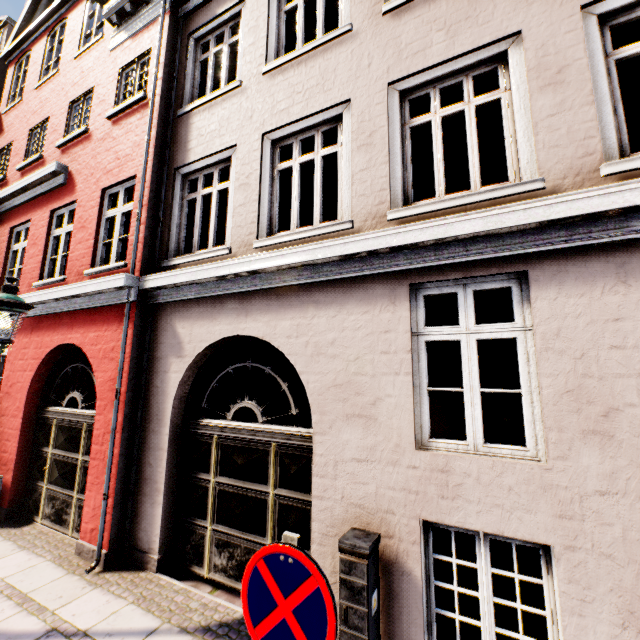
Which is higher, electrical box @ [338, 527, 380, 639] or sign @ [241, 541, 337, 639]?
sign @ [241, 541, 337, 639]

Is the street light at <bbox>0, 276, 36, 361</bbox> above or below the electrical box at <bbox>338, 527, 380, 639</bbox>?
above

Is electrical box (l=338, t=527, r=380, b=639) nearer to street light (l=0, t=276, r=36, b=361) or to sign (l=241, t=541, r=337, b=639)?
sign (l=241, t=541, r=337, b=639)

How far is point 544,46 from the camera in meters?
3.4 m

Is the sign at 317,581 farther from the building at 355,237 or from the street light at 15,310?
the street light at 15,310

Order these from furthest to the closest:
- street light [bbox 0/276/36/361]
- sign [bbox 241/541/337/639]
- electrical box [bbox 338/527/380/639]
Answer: street light [bbox 0/276/36/361]
electrical box [bbox 338/527/380/639]
sign [bbox 241/541/337/639]

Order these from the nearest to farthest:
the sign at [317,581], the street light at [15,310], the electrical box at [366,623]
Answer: the sign at [317,581]
the electrical box at [366,623]
the street light at [15,310]

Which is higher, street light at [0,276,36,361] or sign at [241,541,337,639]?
street light at [0,276,36,361]
